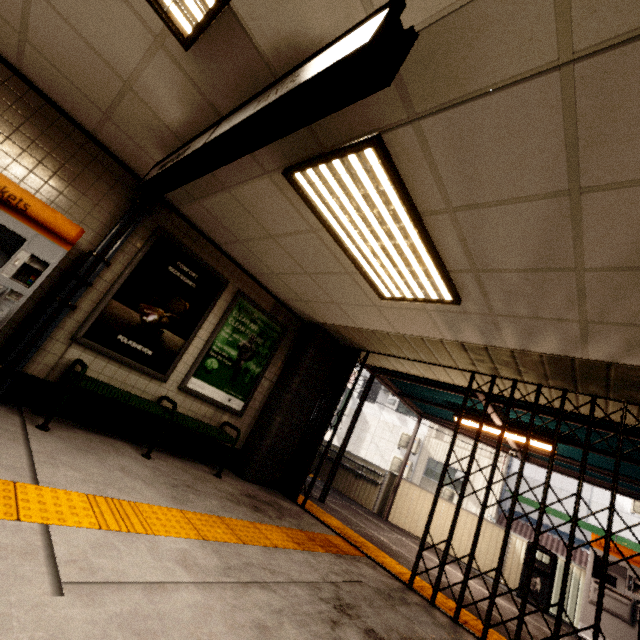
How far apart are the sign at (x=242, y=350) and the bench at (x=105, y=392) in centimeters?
19cm

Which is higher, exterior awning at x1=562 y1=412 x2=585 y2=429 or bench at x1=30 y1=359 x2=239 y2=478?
exterior awning at x1=562 y1=412 x2=585 y2=429

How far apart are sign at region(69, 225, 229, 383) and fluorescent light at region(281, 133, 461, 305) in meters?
2.4

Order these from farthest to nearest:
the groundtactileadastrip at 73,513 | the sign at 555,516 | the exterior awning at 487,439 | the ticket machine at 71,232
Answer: the sign at 555,516
the exterior awning at 487,439
the ticket machine at 71,232
the groundtactileadastrip at 73,513

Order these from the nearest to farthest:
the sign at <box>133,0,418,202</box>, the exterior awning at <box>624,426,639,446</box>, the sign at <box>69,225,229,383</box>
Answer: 1. the sign at <box>133,0,418,202</box>
2. the sign at <box>69,225,229,383</box>
3. the exterior awning at <box>624,426,639,446</box>

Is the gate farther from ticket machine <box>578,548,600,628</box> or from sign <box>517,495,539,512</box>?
ticket machine <box>578,548,600,628</box>

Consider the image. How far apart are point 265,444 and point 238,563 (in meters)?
3.03

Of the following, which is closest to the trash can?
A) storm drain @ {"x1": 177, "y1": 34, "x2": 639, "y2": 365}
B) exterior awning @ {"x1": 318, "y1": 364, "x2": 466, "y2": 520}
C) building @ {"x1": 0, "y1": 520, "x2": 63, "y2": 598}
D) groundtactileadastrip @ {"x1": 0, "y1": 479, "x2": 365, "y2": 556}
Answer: exterior awning @ {"x1": 318, "y1": 364, "x2": 466, "y2": 520}
